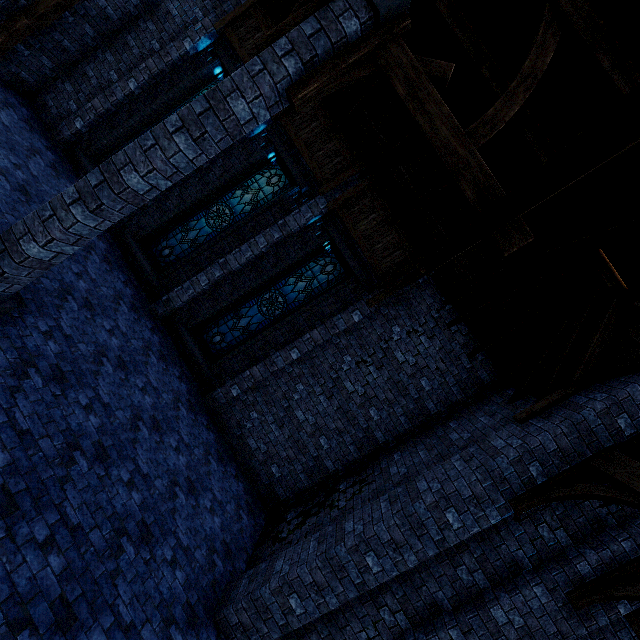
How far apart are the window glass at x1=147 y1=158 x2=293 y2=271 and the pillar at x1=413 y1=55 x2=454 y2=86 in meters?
5.6

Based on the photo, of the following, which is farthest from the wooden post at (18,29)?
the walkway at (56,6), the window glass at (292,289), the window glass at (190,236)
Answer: the window glass at (292,289)

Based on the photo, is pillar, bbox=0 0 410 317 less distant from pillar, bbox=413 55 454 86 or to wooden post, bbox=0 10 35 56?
pillar, bbox=413 55 454 86

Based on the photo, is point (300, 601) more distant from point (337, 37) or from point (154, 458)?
point (337, 37)

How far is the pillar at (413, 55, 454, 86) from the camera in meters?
3.9

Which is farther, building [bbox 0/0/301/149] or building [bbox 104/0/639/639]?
building [bbox 0/0/301/149]

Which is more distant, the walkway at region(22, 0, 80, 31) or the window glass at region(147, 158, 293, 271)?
the window glass at region(147, 158, 293, 271)

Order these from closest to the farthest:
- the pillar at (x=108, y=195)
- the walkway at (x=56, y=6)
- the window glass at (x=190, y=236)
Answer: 1. the pillar at (x=108, y=195)
2. the walkway at (x=56, y=6)
3. the window glass at (x=190, y=236)
